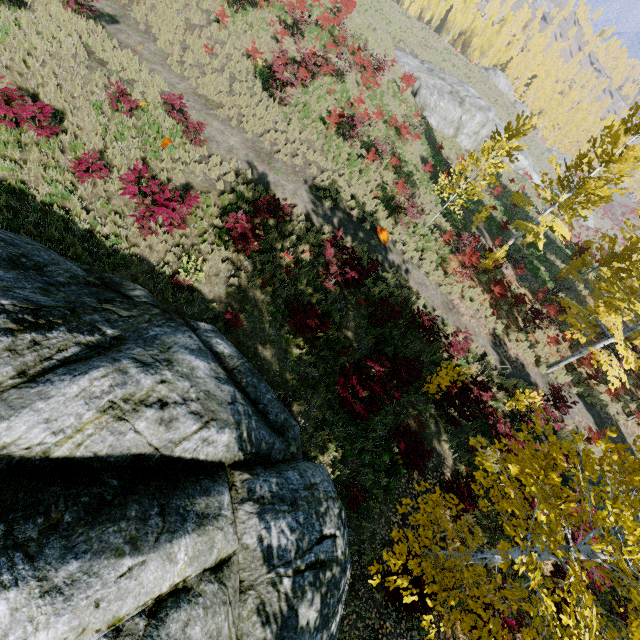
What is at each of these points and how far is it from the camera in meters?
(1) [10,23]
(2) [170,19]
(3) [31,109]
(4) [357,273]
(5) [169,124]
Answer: (1) instancedfoliageactor, 9.8
(2) instancedfoliageactor, 14.8
(3) instancedfoliageactor, 7.9
(4) instancedfoliageactor, 9.6
(5) instancedfoliageactor, 11.1

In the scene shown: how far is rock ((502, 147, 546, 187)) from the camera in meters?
39.8

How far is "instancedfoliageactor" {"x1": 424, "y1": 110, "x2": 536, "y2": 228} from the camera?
14.1 meters

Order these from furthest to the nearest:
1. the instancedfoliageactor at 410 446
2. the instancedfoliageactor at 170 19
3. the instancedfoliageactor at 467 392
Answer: the instancedfoliageactor at 170 19, the instancedfoliageactor at 410 446, the instancedfoliageactor at 467 392

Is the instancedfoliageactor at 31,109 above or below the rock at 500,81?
below

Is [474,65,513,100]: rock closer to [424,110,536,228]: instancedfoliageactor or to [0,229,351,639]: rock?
[424,110,536,228]: instancedfoliageactor

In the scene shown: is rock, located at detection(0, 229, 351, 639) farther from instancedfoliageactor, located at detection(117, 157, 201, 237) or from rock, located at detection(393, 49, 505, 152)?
rock, located at detection(393, 49, 505, 152)

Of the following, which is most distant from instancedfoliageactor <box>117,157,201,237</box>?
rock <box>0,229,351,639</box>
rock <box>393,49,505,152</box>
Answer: rock <box>393,49,505,152</box>
